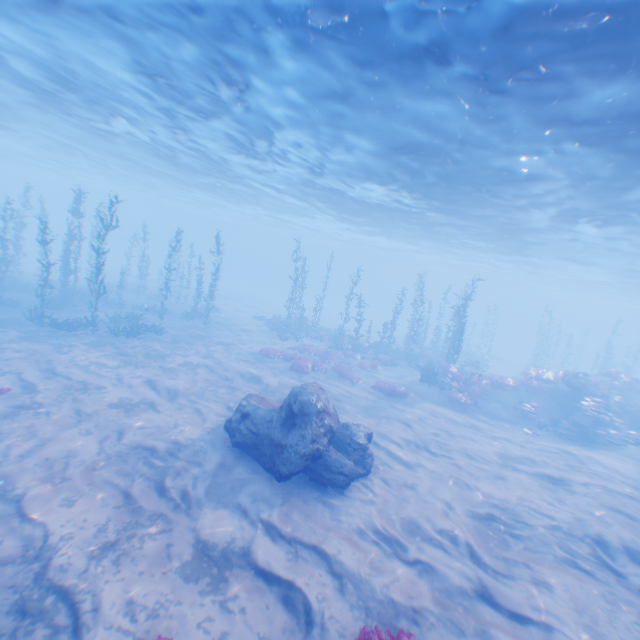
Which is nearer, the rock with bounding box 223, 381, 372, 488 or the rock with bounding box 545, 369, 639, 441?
the rock with bounding box 223, 381, 372, 488

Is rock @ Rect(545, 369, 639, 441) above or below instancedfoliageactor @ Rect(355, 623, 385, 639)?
above

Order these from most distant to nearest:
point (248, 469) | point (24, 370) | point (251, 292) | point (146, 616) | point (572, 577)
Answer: point (251, 292) < point (24, 370) < point (248, 469) < point (572, 577) < point (146, 616)

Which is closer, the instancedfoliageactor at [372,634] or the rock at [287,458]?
the instancedfoliageactor at [372,634]

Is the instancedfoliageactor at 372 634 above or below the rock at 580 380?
below

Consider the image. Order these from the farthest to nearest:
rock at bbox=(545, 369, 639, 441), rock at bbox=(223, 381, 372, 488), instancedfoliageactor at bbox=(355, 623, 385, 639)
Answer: rock at bbox=(545, 369, 639, 441) → rock at bbox=(223, 381, 372, 488) → instancedfoliageactor at bbox=(355, 623, 385, 639)

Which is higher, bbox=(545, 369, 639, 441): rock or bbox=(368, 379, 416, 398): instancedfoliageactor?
bbox=(545, 369, 639, 441): rock

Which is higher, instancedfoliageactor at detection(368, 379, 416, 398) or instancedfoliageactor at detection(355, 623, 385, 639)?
instancedfoliageactor at detection(355, 623, 385, 639)
